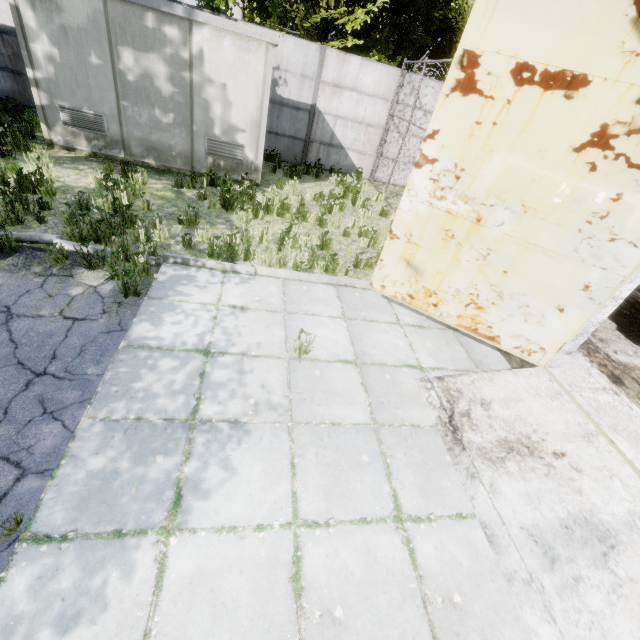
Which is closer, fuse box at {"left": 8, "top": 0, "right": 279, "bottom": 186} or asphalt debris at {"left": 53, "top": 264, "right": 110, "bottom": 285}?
asphalt debris at {"left": 53, "top": 264, "right": 110, "bottom": 285}

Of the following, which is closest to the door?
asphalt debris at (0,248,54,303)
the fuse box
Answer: asphalt debris at (0,248,54,303)

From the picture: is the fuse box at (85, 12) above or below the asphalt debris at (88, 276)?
above

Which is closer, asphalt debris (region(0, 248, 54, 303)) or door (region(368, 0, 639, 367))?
door (region(368, 0, 639, 367))

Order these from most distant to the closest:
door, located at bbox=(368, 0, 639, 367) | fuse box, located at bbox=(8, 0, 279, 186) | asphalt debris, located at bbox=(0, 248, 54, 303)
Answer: fuse box, located at bbox=(8, 0, 279, 186) < asphalt debris, located at bbox=(0, 248, 54, 303) < door, located at bbox=(368, 0, 639, 367)

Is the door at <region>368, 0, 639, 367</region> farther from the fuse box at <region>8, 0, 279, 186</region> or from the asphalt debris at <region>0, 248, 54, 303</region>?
the fuse box at <region>8, 0, 279, 186</region>

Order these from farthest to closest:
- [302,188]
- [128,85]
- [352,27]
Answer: [352,27]
[302,188]
[128,85]

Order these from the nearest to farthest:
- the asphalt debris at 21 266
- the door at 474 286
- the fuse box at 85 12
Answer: the door at 474 286 < the asphalt debris at 21 266 < the fuse box at 85 12
